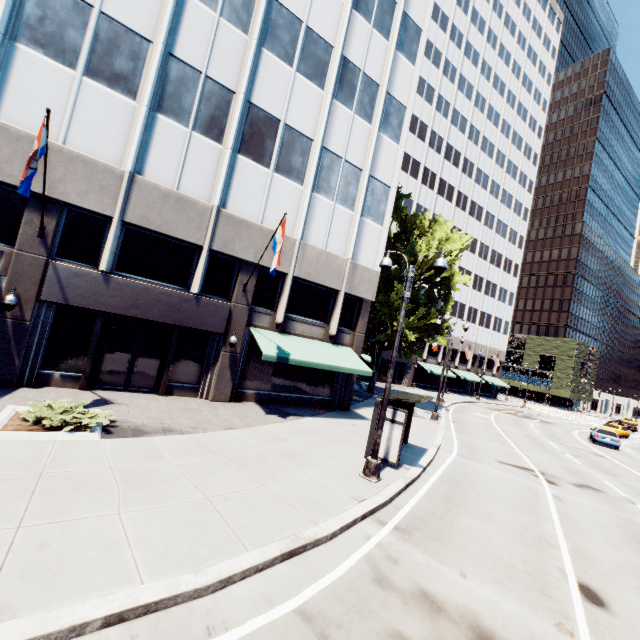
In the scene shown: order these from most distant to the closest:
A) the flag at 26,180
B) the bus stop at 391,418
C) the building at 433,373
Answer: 1. the building at 433,373
2. the bus stop at 391,418
3. the flag at 26,180

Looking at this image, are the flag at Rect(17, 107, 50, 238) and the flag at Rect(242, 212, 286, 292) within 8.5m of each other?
yes

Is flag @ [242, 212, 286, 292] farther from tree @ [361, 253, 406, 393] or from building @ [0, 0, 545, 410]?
tree @ [361, 253, 406, 393]

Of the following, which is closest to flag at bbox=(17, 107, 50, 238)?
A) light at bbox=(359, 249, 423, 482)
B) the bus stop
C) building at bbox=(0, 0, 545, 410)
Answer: building at bbox=(0, 0, 545, 410)

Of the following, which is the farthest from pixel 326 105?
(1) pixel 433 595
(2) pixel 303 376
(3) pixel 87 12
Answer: (1) pixel 433 595

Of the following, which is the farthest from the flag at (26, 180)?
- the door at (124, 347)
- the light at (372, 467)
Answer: the light at (372, 467)

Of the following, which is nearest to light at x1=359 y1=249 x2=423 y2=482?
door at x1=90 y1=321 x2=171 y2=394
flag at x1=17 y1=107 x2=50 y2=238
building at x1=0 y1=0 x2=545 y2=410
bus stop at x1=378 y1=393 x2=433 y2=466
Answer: bus stop at x1=378 y1=393 x2=433 y2=466

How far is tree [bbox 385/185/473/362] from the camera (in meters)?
25.06
